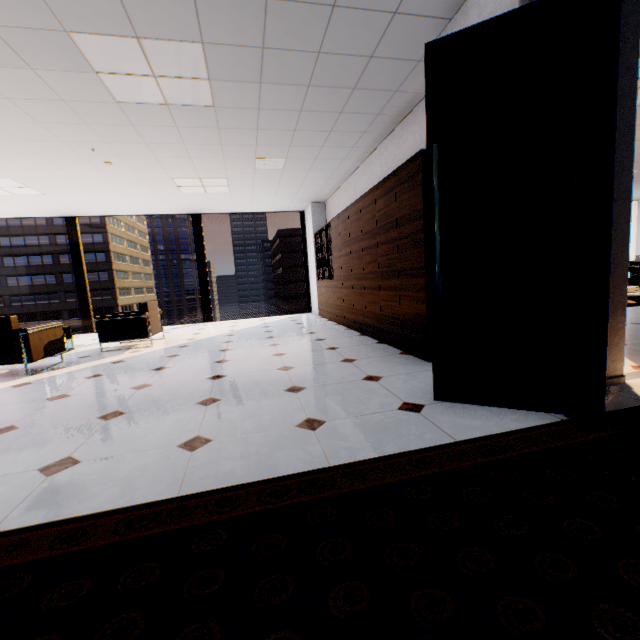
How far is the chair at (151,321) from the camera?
5.4 meters

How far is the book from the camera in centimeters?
714cm

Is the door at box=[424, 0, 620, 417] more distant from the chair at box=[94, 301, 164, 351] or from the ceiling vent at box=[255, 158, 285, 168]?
the chair at box=[94, 301, 164, 351]

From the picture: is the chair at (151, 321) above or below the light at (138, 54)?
below

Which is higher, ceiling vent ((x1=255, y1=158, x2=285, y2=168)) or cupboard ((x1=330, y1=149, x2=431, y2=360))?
ceiling vent ((x1=255, y1=158, x2=285, y2=168))

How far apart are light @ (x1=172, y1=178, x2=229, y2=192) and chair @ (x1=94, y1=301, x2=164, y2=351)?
2.29m

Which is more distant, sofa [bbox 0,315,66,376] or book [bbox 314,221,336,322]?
book [bbox 314,221,336,322]

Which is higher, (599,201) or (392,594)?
(599,201)
